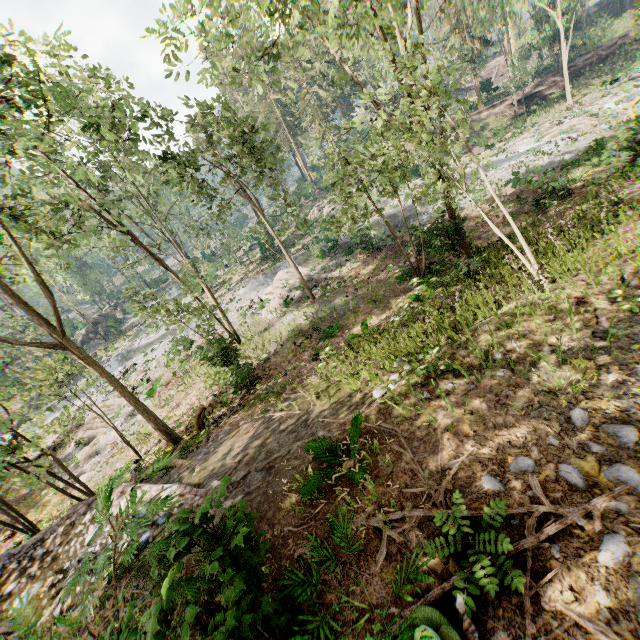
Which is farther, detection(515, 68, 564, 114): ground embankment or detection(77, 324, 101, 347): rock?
detection(77, 324, 101, 347): rock

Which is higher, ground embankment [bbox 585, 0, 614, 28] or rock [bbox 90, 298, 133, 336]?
ground embankment [bbox 585, 0, 614, 28]

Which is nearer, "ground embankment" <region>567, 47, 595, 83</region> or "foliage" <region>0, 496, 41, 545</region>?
"foliage" <region>0, 496, 41, 545</region>

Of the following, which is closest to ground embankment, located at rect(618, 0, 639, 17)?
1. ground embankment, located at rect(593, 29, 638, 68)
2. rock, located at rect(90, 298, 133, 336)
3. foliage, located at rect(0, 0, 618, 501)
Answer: foliage, located at rect(0, 0, 618, 501)

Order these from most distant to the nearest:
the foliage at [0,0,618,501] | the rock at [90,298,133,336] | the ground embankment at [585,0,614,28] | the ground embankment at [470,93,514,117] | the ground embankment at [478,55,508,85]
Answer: the ground embankment at [585,0,614,28] → the rock at [90,298,133,336] → the ground embankment at [478,55,508,85] → the ground embankment at [470,93,514,117] → the foliage at [0,0,618,501]

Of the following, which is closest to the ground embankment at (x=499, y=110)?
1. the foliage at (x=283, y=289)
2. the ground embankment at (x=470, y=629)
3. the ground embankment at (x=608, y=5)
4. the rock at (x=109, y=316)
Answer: the foliage at (x=283, y=289)

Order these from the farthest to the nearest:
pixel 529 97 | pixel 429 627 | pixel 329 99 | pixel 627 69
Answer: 1. pixel 329 99
2. pixel 529 97
3. pixel 627 69
4. pixel 429 627

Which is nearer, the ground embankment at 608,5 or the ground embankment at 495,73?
the ground embankment at 495,73
